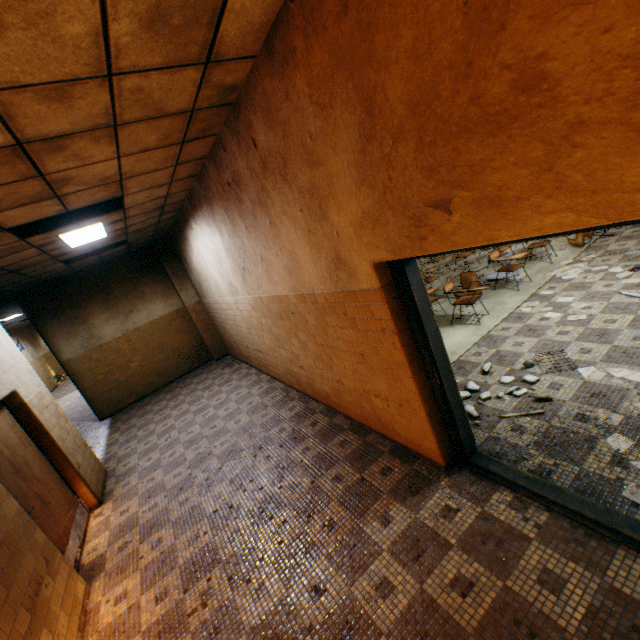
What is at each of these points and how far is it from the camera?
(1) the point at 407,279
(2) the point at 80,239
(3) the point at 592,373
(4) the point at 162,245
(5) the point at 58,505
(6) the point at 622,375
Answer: (1) door, 2.63m
(2) lamp, 5.59m
(3) paper, 3.60m
(4) column, 9.35m
(5) door, 4.29m
(6) paper, 3.40m

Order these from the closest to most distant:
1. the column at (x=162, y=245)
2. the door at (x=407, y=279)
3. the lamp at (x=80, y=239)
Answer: the door at (x=407, y=279), the lamp at (x=80, y=239), the column at (x=162, y=245)

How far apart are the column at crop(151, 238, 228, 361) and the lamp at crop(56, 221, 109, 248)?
3.1m

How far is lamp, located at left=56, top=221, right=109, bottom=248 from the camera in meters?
5.0 m

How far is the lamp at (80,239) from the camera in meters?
5.0

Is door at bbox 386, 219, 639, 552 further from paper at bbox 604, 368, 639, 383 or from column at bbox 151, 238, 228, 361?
column at bbox 151, 238, 228, 361

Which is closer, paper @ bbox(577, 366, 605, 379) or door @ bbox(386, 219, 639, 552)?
door @ bbox(386, 219, 639, 552)

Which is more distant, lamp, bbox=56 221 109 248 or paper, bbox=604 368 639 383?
lamp, bbox=56 221 109 248
